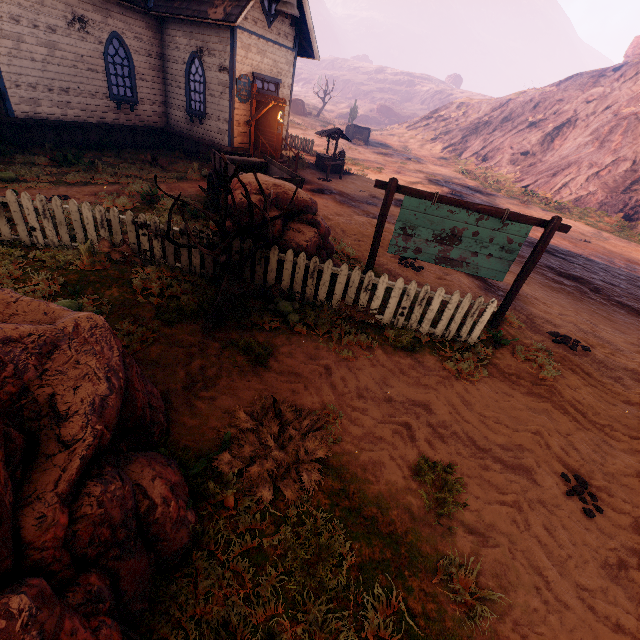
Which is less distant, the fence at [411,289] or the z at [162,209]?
the fence at [411,289]

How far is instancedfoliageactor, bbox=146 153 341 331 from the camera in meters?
4.3

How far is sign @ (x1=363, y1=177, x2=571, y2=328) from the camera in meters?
5.8 m

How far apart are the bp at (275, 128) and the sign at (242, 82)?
0.2 meters

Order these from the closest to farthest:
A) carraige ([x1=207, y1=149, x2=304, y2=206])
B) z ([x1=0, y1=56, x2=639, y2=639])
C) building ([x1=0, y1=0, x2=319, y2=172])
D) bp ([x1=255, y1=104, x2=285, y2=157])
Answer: z ([x1=0, y1=56, x2=639, y2=639]) < carraige ([x1=207, y1=149, x2=304, y2=206]) < building ([x1=0, y1=0, x2=319, y2=172]) < bp ([x1=255, y1=104, x2=285, y2=157])

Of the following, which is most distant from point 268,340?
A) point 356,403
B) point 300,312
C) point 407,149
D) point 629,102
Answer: point 629,102

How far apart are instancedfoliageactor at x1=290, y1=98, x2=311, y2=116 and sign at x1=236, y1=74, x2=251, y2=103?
44.9m

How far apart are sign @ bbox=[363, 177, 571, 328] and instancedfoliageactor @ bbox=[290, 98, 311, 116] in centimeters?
5522cm
